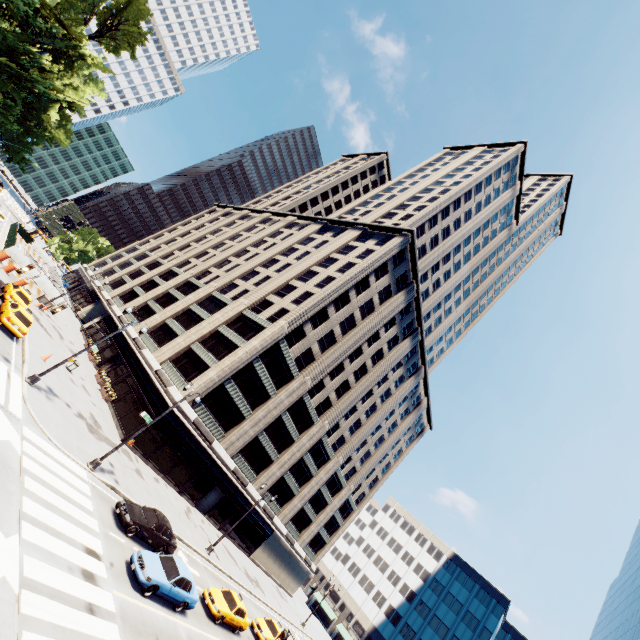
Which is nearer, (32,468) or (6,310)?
(32,468)

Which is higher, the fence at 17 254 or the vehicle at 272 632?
the fence at 17 254

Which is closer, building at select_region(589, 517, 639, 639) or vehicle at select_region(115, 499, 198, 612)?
vehicle at select_region(115, 499, 198, 612)

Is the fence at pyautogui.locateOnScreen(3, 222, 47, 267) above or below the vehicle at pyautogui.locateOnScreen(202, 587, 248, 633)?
above

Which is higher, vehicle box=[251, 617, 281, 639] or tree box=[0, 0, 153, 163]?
tree box=[0, 0, 153, 163]

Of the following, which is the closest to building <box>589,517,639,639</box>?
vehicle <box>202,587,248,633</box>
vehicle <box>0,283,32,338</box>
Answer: vehicle <box>202,587,248,633</box>

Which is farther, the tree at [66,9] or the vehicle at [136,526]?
the tree at [66,9]

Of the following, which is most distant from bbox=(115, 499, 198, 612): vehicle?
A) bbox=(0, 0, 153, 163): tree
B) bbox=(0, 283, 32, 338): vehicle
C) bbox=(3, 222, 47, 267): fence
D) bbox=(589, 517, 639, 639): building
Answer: bbox=(3, 222, 47, 267): fence
